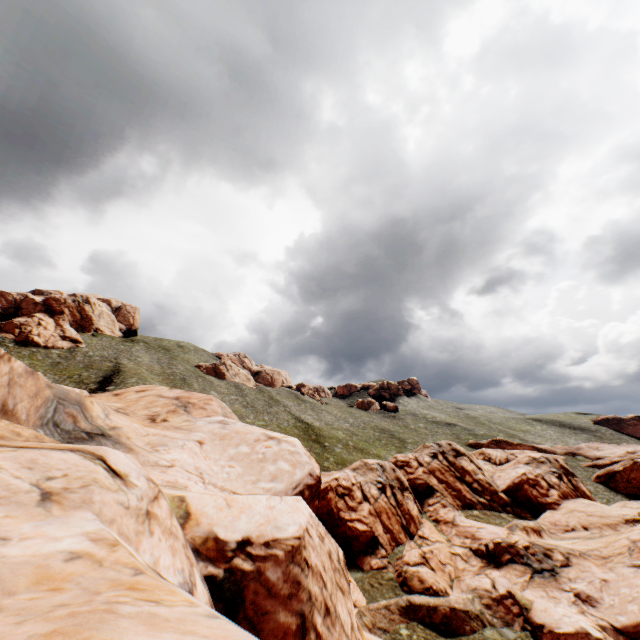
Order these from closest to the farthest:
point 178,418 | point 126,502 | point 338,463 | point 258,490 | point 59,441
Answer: point 126,502
point 59,441
point 258,490
point 178,418
point 338,463

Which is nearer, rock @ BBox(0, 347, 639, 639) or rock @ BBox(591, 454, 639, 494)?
rock @ BBox(0, 347, 639, 639)

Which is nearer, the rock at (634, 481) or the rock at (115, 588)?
the rock at (115, 588)
